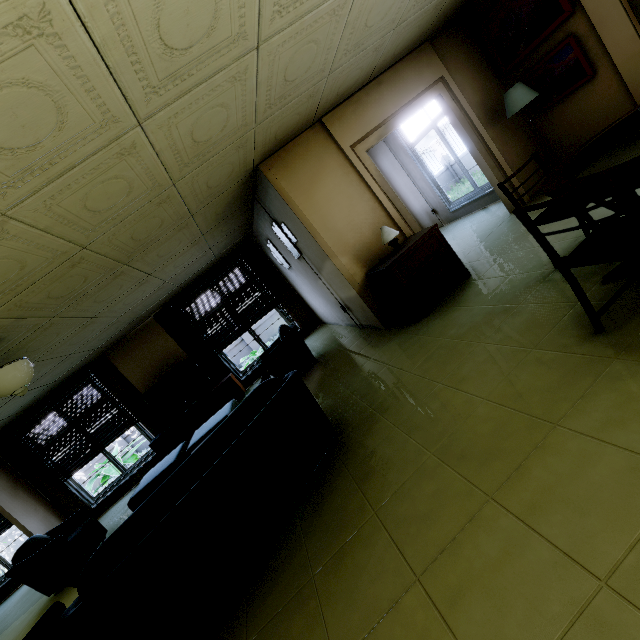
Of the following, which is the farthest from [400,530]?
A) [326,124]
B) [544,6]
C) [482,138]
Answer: [544,6]

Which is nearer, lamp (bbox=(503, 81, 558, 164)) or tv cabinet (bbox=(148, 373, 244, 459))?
lamp (bbox=(503, 81, 558, 164))

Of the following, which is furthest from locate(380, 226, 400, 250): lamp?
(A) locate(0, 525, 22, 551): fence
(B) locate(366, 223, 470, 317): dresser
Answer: (A) locate(0, 525, 22, 551): fence

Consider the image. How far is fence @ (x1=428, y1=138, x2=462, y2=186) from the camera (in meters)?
15.90

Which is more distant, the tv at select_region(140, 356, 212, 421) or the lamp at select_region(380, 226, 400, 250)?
the tv at select_region(140, 356, 212, 421)

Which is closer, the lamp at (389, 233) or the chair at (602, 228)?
the chair at (602, 228)

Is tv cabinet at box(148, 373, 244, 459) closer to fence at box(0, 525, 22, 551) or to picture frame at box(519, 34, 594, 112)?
picture frame at box(519, 34, 594, 112)

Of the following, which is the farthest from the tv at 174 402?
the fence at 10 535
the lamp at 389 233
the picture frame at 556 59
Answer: the fence at 10 535
